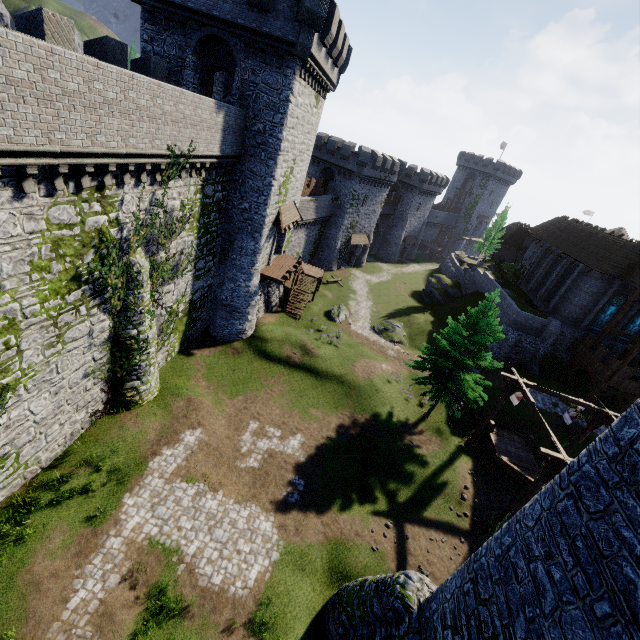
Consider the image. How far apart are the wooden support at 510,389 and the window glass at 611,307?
18.87m

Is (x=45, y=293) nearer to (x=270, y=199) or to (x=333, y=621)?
(x=270, y=199)

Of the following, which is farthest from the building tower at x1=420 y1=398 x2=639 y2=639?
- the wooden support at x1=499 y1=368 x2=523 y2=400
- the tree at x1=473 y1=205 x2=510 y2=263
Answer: the tree at x1=473 y1=205 x2=510 y2=263

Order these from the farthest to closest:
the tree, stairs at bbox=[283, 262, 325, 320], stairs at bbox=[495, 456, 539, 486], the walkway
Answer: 1. the tree
2. stairs at bbox=[283, 262, 325, 320]
3. the walkway
4. stairs at bbox=[495, 456, 539, 486]

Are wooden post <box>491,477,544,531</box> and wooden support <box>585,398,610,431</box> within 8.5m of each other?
yes

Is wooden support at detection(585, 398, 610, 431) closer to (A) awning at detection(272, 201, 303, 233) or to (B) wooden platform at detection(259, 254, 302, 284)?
(B) wooden platform at detection(259, 254, 302, 284)

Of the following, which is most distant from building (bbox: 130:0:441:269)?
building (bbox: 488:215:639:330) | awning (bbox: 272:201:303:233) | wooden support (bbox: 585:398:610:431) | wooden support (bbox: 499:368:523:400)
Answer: building (bbox: 488:215:639:330)

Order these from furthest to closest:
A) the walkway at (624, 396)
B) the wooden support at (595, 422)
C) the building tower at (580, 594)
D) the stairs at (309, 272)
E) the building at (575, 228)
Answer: the stairs at (309, 272) < the building at (575, 228) < the walkway at (624, 396) < the wooden support at (595, 422) < the building tower at (580, 594)
